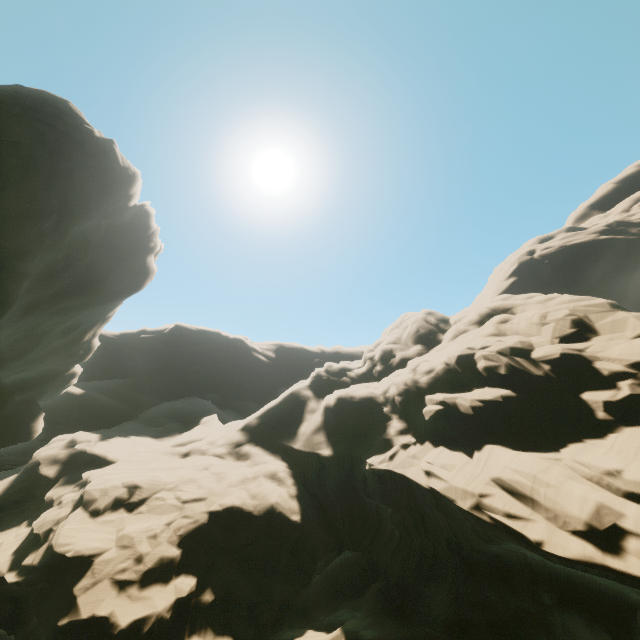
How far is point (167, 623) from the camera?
14.1m
